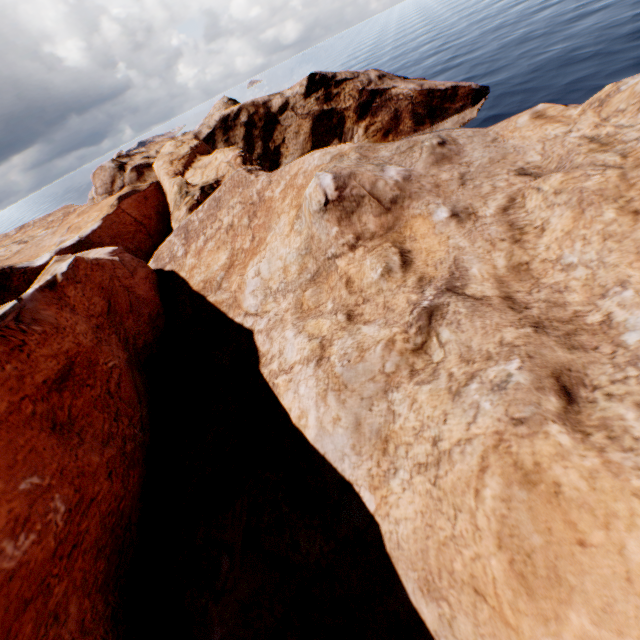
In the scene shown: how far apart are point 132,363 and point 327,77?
41.00m
